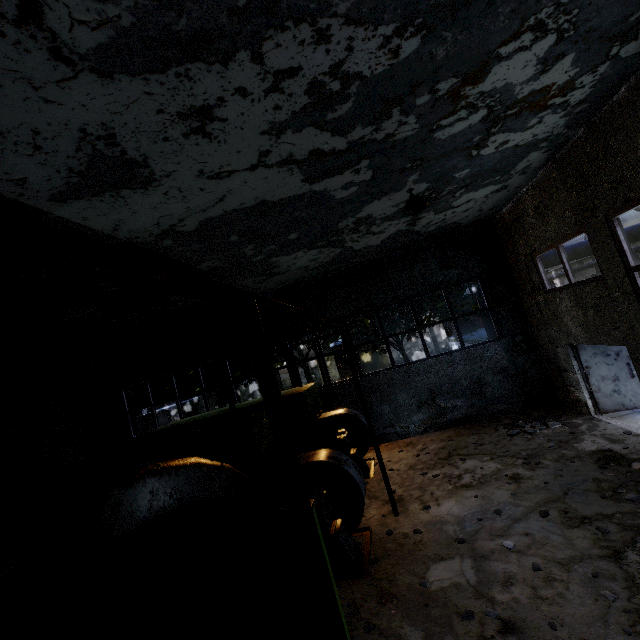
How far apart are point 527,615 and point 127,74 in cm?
761

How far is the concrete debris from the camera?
9.26m

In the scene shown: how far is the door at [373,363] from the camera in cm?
3447

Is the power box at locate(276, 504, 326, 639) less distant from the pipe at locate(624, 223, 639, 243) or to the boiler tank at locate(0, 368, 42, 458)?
the boiler tank at locate(0, 368, 42, 458)

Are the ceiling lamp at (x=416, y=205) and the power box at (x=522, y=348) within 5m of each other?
no

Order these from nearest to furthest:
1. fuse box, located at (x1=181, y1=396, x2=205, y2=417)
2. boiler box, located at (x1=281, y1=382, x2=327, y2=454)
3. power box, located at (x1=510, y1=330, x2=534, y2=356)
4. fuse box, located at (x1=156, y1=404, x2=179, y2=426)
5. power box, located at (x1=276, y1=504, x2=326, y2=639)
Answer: power box, located at (x1=276, y1=504, x2=326, y2=639) → boiler box, located at (x1=281, y1=382, x2=327, y2=454) → power box, located at (x1=510, y1=330, x2=534, y2=356) → fuse box, located at (x1=156, y1=404, x2=179, y2=426) → fuse box, located at (x1=181, y1=396, x2=205, y2=417)

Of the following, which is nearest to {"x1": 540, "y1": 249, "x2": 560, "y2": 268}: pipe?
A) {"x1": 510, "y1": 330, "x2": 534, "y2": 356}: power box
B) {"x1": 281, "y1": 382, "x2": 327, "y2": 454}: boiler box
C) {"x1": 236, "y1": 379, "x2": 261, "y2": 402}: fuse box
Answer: {"x1": 510, "y1": 330, "x2": 534, "y2": 356}: power box

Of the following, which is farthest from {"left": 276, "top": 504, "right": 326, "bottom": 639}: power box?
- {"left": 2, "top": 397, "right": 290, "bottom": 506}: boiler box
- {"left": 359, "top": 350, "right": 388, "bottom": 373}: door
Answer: {"left": 359, "top": 350, "right": 388, "bottom": 373}: door
